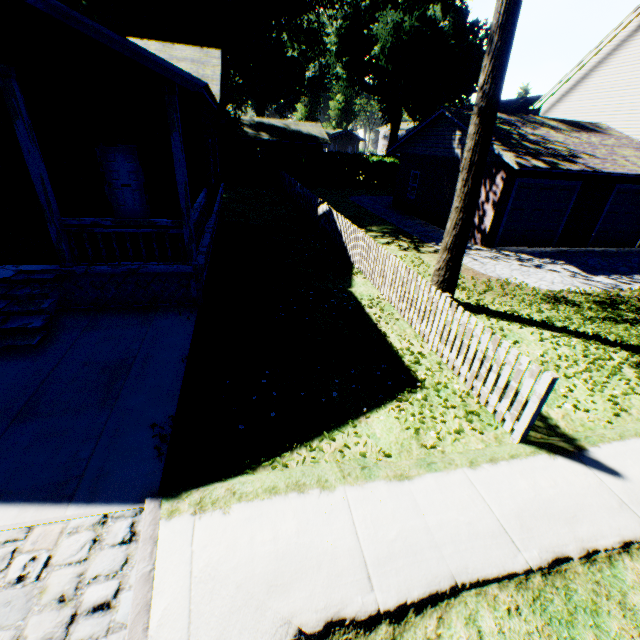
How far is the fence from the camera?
4.6m

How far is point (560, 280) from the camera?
11.5 meters

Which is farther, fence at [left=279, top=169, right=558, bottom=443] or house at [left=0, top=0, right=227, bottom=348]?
house at [left=0, top=0, right=227, bottom=348]

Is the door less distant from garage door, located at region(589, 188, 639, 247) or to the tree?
the tree

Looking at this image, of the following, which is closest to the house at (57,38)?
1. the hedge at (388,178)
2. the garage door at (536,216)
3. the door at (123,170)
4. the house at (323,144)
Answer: the door at (123,170)

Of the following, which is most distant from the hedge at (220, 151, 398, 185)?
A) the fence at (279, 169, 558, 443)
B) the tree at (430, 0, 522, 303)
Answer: the tree at (430, 0, 522, 303)

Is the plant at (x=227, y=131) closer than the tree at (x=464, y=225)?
No

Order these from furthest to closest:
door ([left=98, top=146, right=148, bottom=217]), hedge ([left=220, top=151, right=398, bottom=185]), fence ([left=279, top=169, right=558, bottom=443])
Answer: hedge ([left=220, top=151, right=398, bottom=185]) → door ([left=98, top=146, right=148, bottom=217]) → fence ([left=279, top=169, right=558, bottom=443])
